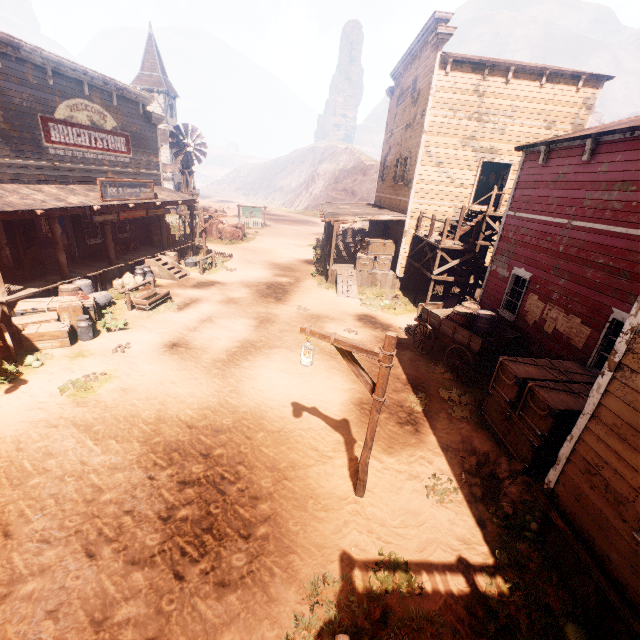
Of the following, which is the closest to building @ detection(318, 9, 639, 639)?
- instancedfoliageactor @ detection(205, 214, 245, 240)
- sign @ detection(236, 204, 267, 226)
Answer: instancedfoliageactor @ detection(205, 214, 245, 240)

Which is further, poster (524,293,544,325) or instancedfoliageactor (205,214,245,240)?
instancedfoliageactor (205,214,245,240)

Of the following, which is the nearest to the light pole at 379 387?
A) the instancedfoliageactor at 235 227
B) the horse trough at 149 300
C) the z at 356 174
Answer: the z at 356 174

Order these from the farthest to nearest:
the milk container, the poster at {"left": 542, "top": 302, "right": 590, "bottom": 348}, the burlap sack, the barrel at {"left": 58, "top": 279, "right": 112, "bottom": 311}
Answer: the milk container, the burlap sack, the barrel at {"left": 58, "top": 279, "right": 112, "bottom": 311}, the poster at {"left": 542, "top": 302, "right": 590, "bottom": 348}

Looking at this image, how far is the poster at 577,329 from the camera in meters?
8.2

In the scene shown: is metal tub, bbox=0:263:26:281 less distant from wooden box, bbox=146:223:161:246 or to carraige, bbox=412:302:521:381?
wooden box, bbox=146:223:161:246

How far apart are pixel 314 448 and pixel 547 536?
4.35m

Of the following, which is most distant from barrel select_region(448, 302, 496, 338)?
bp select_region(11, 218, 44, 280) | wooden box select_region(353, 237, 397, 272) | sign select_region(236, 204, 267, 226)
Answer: sign select_region(236, 204, 267, 226)
